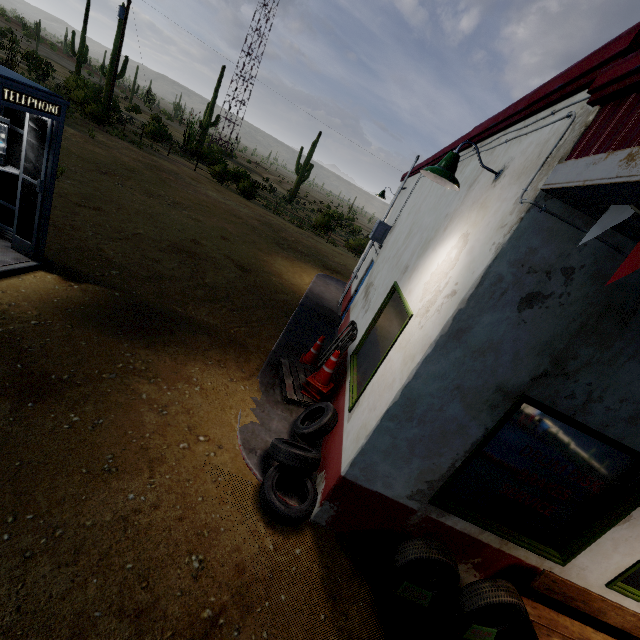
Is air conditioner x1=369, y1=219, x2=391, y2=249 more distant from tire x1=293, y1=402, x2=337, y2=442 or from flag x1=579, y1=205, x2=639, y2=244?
flag x1=579, y1=205, x2=639, y2=244

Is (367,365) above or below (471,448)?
below

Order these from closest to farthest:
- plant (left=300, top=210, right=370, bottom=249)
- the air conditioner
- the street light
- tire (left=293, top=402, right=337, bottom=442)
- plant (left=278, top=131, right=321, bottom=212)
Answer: the street light < tire (left=293, top=402, right=337, bottom=442) < the air conditioner < plant (left=300, top=210, right=370, bottom=249) < plant (left=278, top=131, right=321, bottom=212)

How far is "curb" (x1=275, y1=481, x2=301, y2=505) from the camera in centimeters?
385cm

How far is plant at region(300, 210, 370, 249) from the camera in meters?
27.3

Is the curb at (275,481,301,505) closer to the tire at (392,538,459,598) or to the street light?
the tire at (392,538,459,598)

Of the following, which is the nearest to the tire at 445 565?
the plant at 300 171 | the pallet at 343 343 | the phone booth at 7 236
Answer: the pallet at 343 343

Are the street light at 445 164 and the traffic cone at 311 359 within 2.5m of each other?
no
